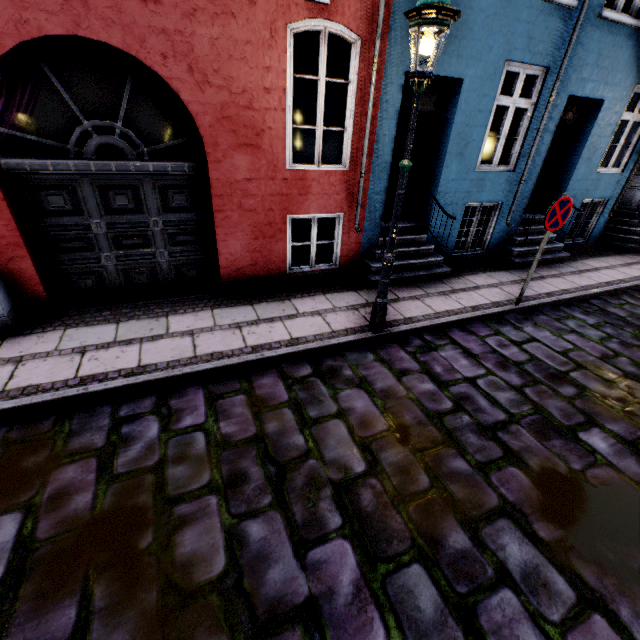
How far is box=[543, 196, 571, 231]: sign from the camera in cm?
497

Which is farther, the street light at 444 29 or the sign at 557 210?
the sign at 557 210

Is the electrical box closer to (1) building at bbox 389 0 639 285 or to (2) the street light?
(1) building at bbox 389 0 639 285

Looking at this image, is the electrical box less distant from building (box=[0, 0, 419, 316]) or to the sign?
building (box=[0, 0, 419, 316])

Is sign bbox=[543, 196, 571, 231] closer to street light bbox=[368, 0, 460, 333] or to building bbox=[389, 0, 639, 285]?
building bbox=[389, 0, 639, 285]

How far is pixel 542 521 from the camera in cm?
276

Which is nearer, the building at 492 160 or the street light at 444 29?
the street light at 444 29

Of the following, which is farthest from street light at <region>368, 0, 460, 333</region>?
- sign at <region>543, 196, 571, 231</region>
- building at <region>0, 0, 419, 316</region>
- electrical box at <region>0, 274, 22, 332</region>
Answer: electrical box at <region>0, 274, 22, 332</region>
